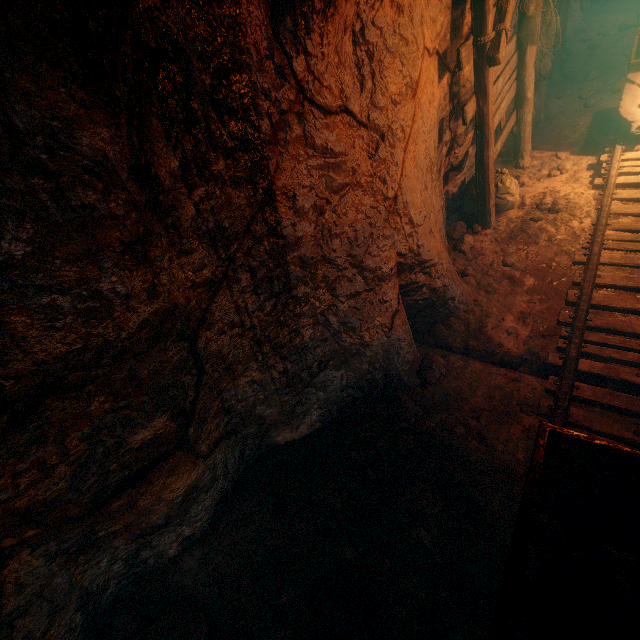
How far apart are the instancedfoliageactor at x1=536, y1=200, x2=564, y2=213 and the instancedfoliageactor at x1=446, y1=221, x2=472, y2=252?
0.99m

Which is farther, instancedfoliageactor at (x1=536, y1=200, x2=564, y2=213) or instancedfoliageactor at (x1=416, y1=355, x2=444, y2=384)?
instancedfoliageactor at (x1=536, y1=200, x2=564, y2=213)

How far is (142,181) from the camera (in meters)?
1.74

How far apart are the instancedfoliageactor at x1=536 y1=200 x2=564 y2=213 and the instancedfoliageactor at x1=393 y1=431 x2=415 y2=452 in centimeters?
443cm

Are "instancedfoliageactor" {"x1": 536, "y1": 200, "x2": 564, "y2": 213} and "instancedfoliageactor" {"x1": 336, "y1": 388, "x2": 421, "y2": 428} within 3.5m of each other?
no

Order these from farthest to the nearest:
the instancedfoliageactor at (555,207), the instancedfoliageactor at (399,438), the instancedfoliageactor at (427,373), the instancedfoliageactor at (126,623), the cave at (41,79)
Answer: the instancedfoliageactor at (555,207) < the instancedfoliageactor at (427,373) < the instancedfoliageactor at (399,438) < the instancedfoliageactor at (126,623) < the cave at (41,79)

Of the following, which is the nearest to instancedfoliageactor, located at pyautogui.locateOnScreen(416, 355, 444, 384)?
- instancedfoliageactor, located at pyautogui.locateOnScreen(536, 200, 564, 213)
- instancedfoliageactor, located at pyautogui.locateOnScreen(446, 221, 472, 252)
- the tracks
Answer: the tracks

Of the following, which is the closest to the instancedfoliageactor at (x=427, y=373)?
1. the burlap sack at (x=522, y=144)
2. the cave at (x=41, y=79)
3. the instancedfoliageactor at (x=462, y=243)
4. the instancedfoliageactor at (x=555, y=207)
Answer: the cave at (x=41, y=79)
